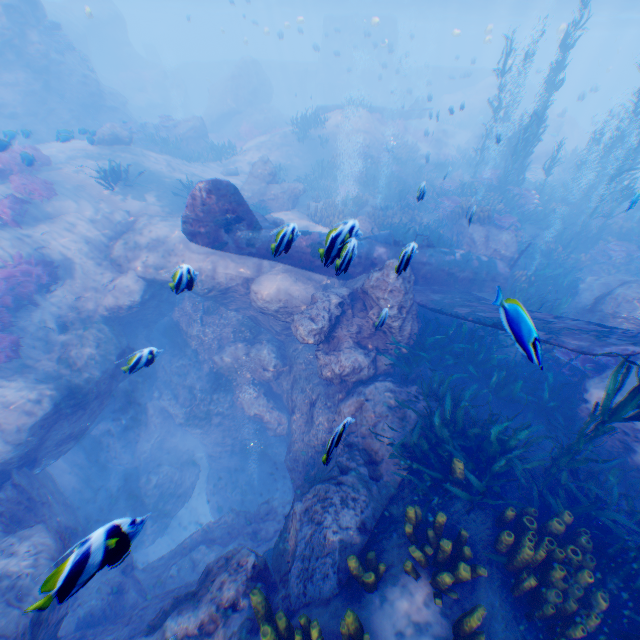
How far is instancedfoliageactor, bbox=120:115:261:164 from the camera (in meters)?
19.67

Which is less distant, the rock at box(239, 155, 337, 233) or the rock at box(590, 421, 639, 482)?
the rock at box(590, 421, 639, 482)

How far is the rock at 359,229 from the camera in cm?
382

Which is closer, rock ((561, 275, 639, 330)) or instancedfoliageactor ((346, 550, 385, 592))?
instancedfoliageactor ((346, 550, 385, 592))

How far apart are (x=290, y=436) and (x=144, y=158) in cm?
1538

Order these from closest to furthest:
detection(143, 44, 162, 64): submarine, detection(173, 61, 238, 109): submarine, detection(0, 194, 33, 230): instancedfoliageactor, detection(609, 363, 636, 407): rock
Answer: detection(609, 363, 636, 407): rock → detection(0, 194, 33, 230): instancedfoliageactor → detection(173, 61, 238, 109): submarine → detection(143, 44, 162, 64): submarine

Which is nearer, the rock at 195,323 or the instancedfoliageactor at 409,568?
the instancedfoliageactor at 409,568
